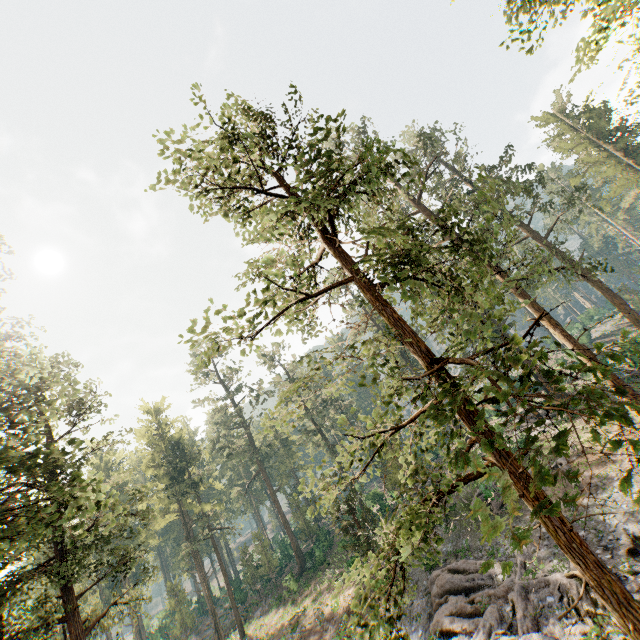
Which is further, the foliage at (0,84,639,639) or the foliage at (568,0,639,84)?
the foliage at (568,0,639,84)

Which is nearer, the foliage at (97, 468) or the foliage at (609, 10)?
the foliage at (97, 468)

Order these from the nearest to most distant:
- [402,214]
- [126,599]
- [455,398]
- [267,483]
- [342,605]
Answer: [455,398]
[402,214]
[126,599]
[342,605]
[267,483]
